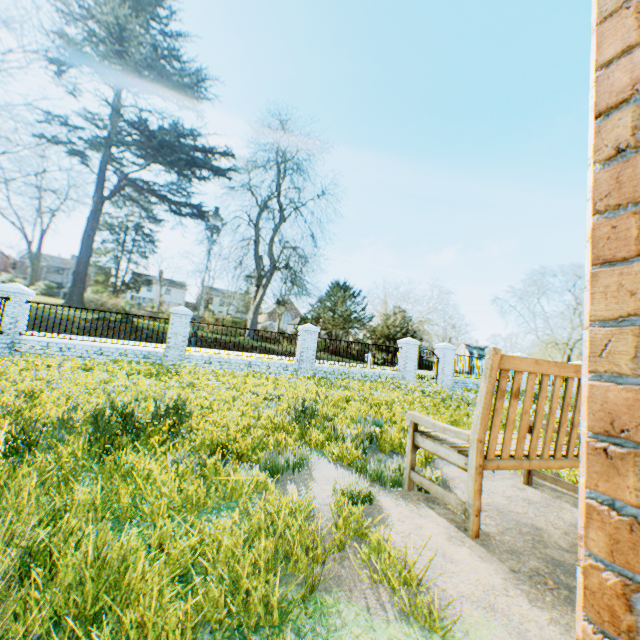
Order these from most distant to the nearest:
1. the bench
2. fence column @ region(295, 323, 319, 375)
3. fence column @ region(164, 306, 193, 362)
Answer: fence column @ region(295, 323, 319, 375) → fence column @ region(164, 306, 193, 362) → the bench

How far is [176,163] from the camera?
59.81m

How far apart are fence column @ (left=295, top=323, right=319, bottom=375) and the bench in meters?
11.3

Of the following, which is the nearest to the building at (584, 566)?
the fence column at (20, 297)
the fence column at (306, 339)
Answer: the fence column at (306, 339)

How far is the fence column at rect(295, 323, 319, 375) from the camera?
14.72m

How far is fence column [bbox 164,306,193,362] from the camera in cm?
1291

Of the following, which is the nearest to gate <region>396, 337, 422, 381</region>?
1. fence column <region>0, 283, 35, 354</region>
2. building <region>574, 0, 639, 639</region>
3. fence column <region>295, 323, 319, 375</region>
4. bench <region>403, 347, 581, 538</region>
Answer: fence column <region>295, 323, 319, 375</region>

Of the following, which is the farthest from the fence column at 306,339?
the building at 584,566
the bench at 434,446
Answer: the bench at 434,446
